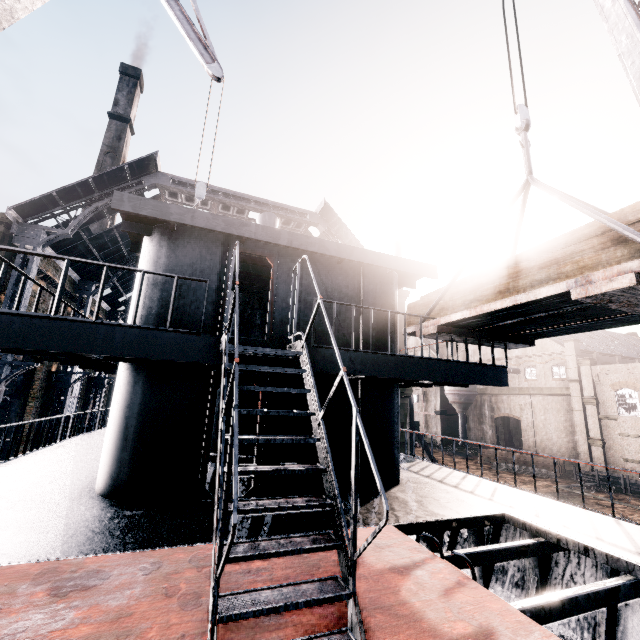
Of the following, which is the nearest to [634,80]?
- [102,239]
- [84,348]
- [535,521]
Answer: [535,521]

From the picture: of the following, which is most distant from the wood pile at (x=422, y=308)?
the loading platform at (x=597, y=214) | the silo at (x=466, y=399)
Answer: the silo at (x=466, y=399)

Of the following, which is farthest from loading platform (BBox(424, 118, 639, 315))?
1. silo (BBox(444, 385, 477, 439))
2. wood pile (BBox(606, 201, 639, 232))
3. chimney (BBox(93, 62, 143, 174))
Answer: chimney (BBox(93, 62, 143, 174))

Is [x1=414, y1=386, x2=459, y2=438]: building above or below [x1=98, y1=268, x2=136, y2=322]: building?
below

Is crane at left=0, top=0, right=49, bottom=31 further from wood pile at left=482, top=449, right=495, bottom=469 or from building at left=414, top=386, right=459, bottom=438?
wood pile at left=482, top=449, right=495, bottom=469

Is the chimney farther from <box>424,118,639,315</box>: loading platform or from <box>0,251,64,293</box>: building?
<box>424,118,639,315</box>: loading platform

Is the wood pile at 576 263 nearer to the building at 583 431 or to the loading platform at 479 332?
the loading platform at 479 332

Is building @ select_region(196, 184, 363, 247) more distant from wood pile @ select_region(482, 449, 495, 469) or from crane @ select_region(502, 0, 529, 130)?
crane @ select_region(502, 0, 529, 130)
